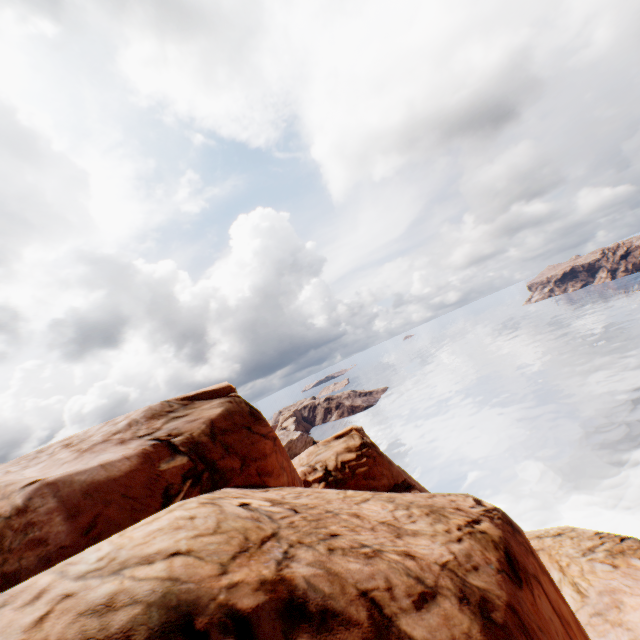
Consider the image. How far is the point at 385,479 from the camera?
26.1 meters
